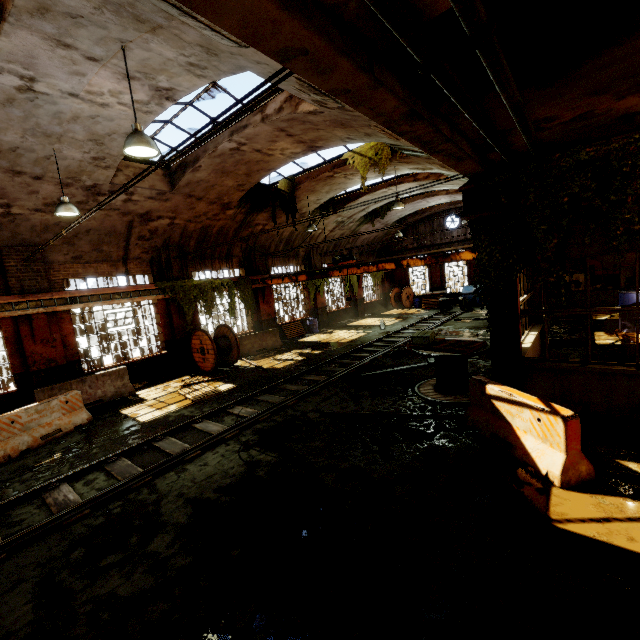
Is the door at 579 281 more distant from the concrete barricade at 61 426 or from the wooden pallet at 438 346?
the concrete barricade at 61 426

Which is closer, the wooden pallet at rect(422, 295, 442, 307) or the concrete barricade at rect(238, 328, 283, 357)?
the concrete barricade at rect(238, 328, 283, 357)

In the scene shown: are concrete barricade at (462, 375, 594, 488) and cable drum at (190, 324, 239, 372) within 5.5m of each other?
no

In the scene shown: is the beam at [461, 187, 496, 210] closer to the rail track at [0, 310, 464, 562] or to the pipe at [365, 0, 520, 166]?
the pipe at [365, 0, 520, 166]

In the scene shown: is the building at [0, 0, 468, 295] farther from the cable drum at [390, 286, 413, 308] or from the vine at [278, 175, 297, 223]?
the cable drum at [390, 286, 413, 308]

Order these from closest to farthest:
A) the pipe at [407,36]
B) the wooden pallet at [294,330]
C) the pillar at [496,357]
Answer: the pipe at [407,36], the pillar at [496,357], the wooden pallet at [294,330]

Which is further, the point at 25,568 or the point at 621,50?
the point at 25,568

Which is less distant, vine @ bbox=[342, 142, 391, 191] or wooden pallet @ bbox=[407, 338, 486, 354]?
wooden pallet @ bbox=[407, 338, 486, 354]
